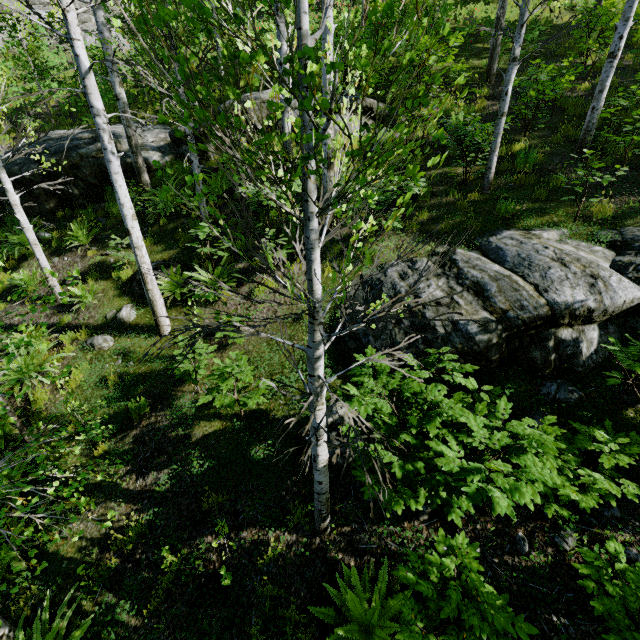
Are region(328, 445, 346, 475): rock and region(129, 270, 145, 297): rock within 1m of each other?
no

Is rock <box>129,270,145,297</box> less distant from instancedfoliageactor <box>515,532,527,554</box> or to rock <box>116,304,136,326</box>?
rock <box>116,304,136,326</box>

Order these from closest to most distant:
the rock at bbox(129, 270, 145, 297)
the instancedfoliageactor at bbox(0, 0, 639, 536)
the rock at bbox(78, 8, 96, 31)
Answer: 1. the instancedfoliageactor at bbox(0, 0, 639, 536)
2. the rock at bbox(129, 270, 145, 297)
3. the rock at bbox(78, 8, 96, 31)

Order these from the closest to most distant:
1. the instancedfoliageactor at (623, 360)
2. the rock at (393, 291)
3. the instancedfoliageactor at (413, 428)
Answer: the instancedfoliageactor at (413, 428) < the instancedfoliageactor at (623, 360) < the rock at (393, 291)

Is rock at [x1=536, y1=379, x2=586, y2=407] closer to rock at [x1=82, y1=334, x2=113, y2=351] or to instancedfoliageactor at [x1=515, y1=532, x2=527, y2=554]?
instancedfoliageactor at [x1=515, y1=532, x2=527, y2=554]

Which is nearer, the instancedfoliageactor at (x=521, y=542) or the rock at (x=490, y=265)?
the instancedfoliageactor at (x=521, y=542)

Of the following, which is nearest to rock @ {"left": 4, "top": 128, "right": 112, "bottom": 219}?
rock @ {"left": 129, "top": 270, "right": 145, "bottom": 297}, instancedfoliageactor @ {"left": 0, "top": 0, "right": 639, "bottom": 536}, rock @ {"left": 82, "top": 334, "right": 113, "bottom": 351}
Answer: instancedfoliageactor @ {"left": 0, "top": 0, "right": 639, "bottom": 536}

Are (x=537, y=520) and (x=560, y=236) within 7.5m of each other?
yes
